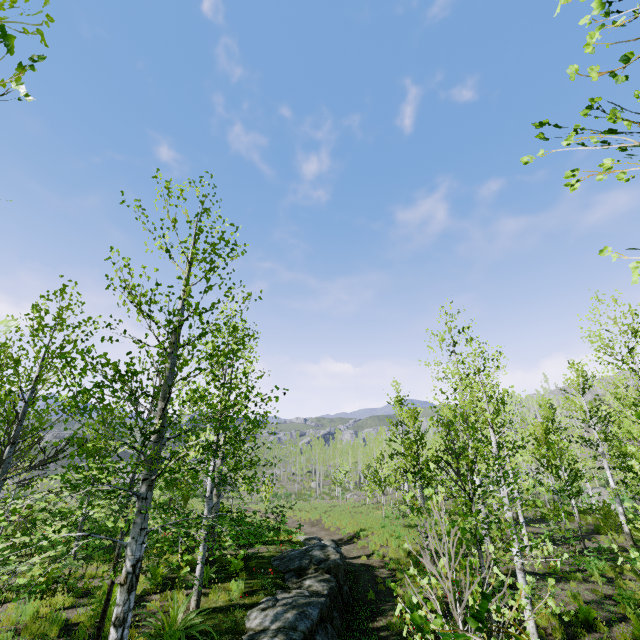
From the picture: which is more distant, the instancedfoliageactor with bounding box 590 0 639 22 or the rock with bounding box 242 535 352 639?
the rock with bounding box 242 535 352 639

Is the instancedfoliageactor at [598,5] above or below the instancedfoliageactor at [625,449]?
above

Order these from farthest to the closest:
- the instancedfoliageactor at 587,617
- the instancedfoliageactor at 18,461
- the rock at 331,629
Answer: the instancedfoliageactor at 587,617 < the rock at 331,629 < the instancedfoliageactor at 18,461

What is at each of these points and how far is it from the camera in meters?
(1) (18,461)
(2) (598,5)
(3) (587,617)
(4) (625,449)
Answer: (1) instancedfoliageactor, 8.7
(2) instancedfoliageactor, 1.1
(3) instancedfoliageactor, 9.1
(4) instancedfoliageactor, 20.4

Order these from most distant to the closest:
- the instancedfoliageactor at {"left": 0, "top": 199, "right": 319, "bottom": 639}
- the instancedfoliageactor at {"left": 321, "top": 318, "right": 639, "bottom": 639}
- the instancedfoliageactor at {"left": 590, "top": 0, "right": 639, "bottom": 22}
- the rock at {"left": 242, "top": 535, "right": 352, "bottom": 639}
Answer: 1. the rock at {"left": 242, "top": 535, "right": 352, "bottom": 639}
2. the instancedfoliageactor at {"left": 0, "top": 199, "right": 319, "bottom": 639}
3. the instancedfoliageactor at {"left": 321, "top": 318, "right": 639, "bottom": 639}
4. the instancedfoliageactor at {"left": 590, "top": 0, "right": 639, "bottom": 22}

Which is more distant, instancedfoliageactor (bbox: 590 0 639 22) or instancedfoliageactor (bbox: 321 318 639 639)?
instancedfoliageactor (bbox: 321 318 639 639)
